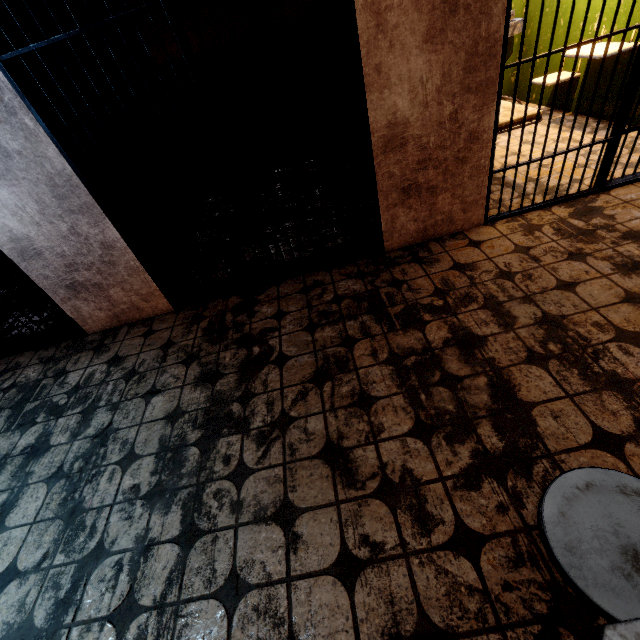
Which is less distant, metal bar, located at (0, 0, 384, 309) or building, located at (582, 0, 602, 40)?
metal bar, located at (0, 0, 384, 309)

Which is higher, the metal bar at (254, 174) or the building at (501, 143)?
the metal bar at (254, 174)

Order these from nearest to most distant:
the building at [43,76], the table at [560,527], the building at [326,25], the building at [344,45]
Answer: the table at [560,527]
the building at [43,76]
the building at [344,45]
the building at [326,25]

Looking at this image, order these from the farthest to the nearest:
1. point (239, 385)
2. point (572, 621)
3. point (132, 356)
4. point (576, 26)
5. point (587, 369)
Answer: point (576, 26)
point (132, 356)
point (239, 385)
point (587, 369)
point (572, 621)

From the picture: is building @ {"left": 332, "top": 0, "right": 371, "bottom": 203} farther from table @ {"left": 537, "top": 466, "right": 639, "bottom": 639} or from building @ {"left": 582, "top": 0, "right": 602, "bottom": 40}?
table @ {"left": 537, "top": 466, "right": 639, "bottom": 639}

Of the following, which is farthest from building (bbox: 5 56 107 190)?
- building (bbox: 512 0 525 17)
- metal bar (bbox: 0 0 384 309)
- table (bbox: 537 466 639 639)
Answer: table (bbox: 537 466 639 639)

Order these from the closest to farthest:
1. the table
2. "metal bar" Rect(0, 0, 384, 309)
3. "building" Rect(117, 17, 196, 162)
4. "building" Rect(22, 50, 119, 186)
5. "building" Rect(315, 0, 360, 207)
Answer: the table, "metal bar" Rect(0, 0, 384, 309), "building" Rect(22, 50, 119, 186), "building" Rect(315, 0, 360, 207), "building" Rect(117, 17, 196, 162)
